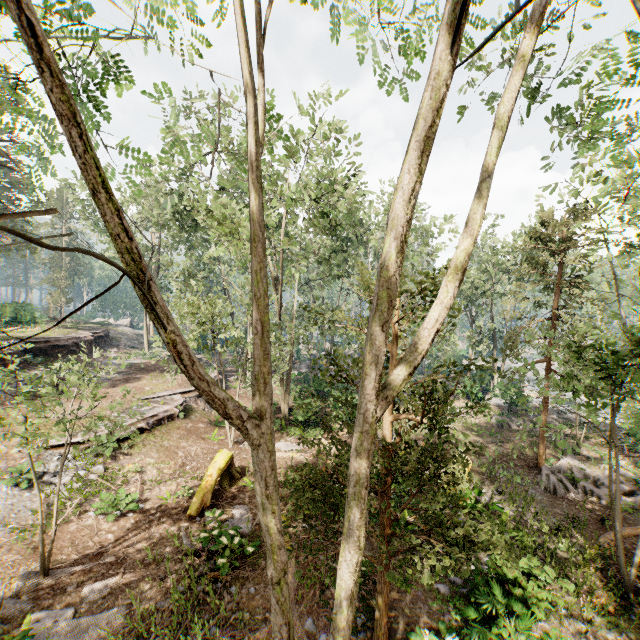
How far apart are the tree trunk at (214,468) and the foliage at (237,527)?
0.74m

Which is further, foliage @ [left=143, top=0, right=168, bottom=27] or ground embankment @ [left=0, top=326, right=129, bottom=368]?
ground embankment @ [left=0, top=326, right=129, bottom=368]

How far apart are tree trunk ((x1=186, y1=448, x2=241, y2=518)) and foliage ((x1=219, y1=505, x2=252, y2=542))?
0.7m

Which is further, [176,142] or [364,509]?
[176,142]

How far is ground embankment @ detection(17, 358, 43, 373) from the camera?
21.0 meters

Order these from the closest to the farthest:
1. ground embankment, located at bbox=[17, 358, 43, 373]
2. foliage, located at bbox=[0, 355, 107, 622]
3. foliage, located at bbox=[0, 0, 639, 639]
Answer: foliage, located at bbox=[0, 0, 639, 639], foliage, located at bbox=[0, 355, 107, 622], ground embankment, located at bbox=[17, 358, 43, 373]

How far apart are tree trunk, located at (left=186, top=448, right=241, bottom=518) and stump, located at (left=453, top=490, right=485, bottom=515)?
9.0m

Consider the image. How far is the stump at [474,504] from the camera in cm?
1281
